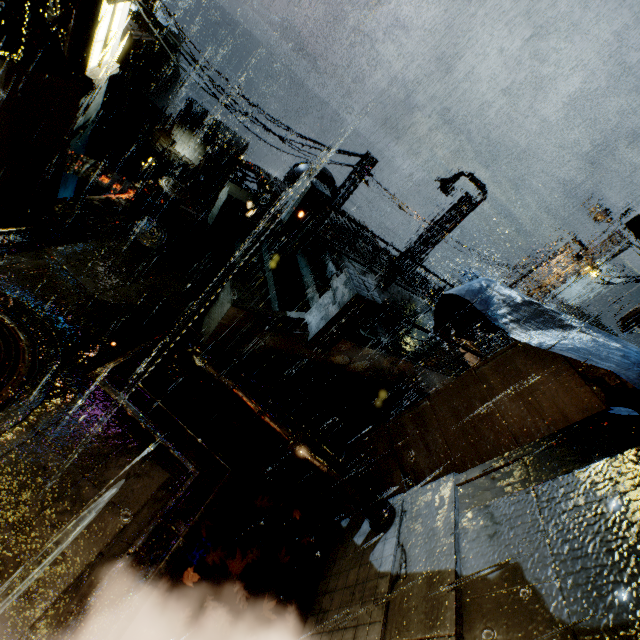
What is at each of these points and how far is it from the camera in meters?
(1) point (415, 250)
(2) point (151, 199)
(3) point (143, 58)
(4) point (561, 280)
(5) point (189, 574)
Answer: (1) street light, 20.3 m
(2) trash can, 7.8 m
(3) rock, 59.7 m
(4) building, 17.9 m
(5) leaves, 4.8 m

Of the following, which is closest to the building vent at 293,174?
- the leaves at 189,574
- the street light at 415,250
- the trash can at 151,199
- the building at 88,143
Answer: the building at 88,143

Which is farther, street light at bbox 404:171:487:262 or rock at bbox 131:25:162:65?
rock at bbox 131:25:162:65

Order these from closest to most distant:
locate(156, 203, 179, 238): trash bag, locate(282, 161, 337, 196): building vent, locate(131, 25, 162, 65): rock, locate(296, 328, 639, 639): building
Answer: locate(296, 328, 639, 639): building < locate(156, 203, 179, 238): trash bag < locate(282, 161, 337, 196): building vent < locate(131, 25, 162, 65): rock

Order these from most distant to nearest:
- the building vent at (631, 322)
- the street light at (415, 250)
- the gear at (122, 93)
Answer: the gear at (122, 93)
the street light at (415, 250)
the building vent at (631, 322)

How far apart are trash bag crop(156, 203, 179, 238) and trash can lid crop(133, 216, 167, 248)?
0.01m

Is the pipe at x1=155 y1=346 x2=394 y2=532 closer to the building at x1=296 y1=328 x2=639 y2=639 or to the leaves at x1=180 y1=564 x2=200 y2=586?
the building at x1=296 y1=328 x2=639 y2=639

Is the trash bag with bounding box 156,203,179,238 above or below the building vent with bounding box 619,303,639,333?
below
